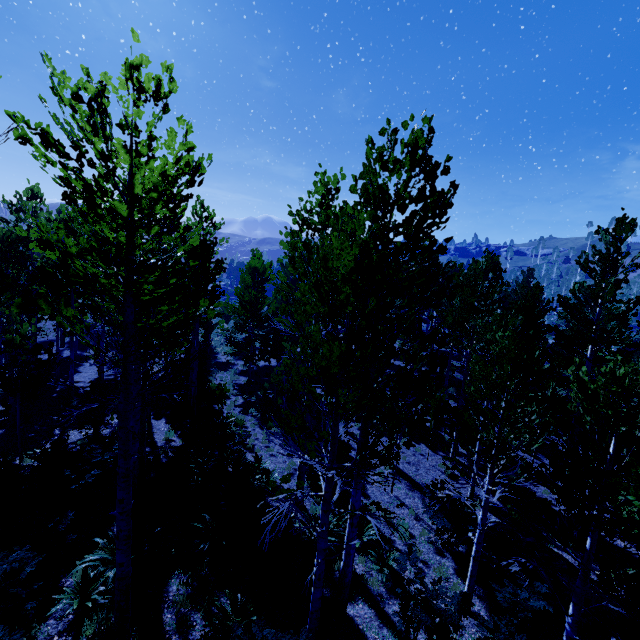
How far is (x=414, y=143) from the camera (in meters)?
5.29

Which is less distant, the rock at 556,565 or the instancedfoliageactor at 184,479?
the instancedfoliageactor at 184,479

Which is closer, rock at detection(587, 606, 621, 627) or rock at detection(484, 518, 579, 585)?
rock at detection(587, 606, 621, 627)

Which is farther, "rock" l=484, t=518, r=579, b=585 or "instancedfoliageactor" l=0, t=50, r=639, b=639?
"rock" l=484, t=518, r=579, b=585

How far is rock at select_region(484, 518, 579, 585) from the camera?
8.3m

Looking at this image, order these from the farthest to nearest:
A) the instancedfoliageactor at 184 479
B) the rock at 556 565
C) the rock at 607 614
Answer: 1. the rock at 556 565
2. the rock at 607 614
3. the instancedfoliageactor at 184 479
